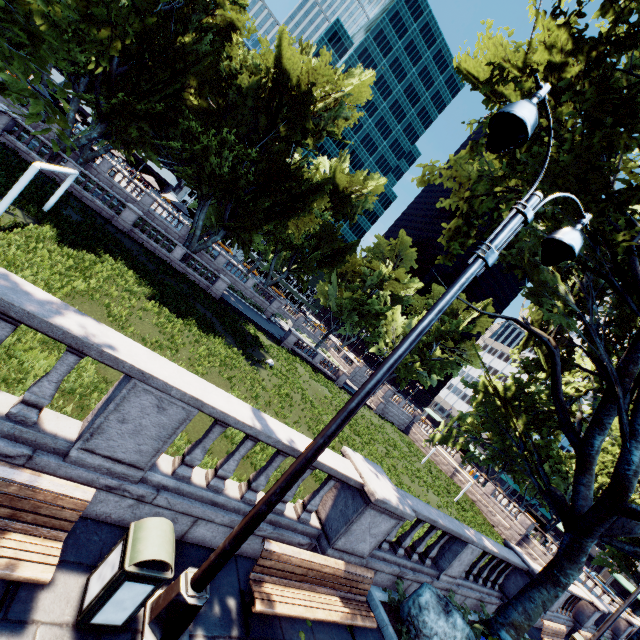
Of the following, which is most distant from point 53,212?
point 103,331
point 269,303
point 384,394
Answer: point 384,394

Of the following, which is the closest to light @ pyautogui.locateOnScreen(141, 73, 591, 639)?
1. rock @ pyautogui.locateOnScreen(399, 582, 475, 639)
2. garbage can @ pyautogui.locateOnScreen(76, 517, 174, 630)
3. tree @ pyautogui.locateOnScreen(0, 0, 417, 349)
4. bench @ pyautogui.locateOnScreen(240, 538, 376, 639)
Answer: garbage can @ pyautogui.locateOnScreen(76, 517, 174, 630)

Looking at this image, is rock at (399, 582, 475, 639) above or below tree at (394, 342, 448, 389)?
below

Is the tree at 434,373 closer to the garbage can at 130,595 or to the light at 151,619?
the light at 151,619

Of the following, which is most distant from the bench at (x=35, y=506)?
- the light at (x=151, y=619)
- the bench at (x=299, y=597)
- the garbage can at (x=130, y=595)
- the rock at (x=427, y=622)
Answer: the rock at (x=427, y=622)

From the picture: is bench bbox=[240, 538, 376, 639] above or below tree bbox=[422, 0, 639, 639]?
below

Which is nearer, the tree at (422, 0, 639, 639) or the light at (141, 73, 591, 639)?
the light at (141, 73, 591, 639)

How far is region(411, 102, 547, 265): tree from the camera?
9.7m
